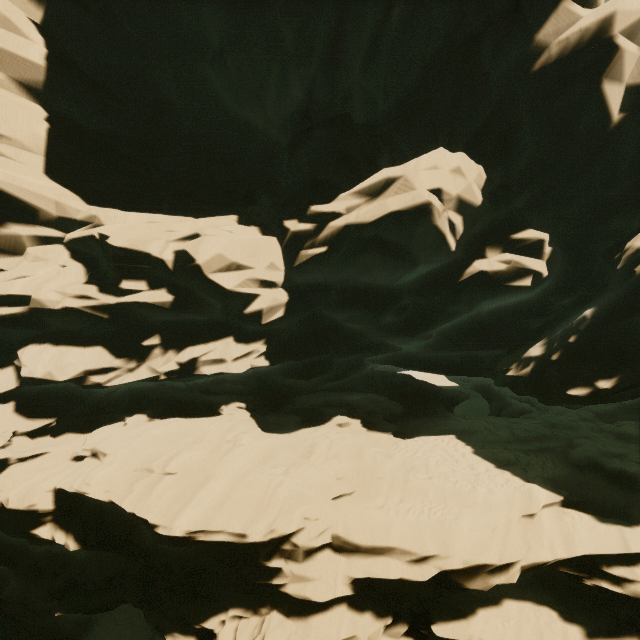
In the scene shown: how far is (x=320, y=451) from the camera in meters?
11.9 m
